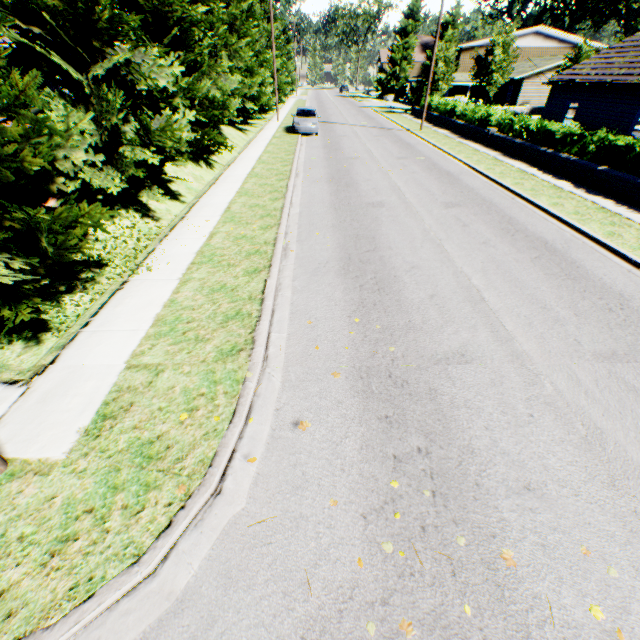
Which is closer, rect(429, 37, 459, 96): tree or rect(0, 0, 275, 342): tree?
rect(0, 0, 275, 342): tree

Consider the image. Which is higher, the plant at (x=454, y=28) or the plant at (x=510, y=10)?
the plant at (x=510, y=10)

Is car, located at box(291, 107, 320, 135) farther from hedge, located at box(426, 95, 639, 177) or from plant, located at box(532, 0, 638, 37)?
plant, located at box(532, 0, 638, 37)

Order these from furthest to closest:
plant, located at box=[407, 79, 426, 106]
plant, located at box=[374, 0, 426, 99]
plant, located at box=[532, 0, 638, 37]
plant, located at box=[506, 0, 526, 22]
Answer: plant, located at box=[506, 0, 526, 22] → plant, located at box=[374, 0, 426, 99] → plant, located at box=[532, 0, 638, 37] → plant, located at box=[407, 79, 426, 106]

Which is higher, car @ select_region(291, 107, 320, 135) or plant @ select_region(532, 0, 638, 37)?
plant @ select_region(532, 0, 638, 37)

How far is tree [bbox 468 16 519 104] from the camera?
31.6 meters

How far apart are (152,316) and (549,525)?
6.5 meters

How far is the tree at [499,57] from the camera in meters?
31.6 m
